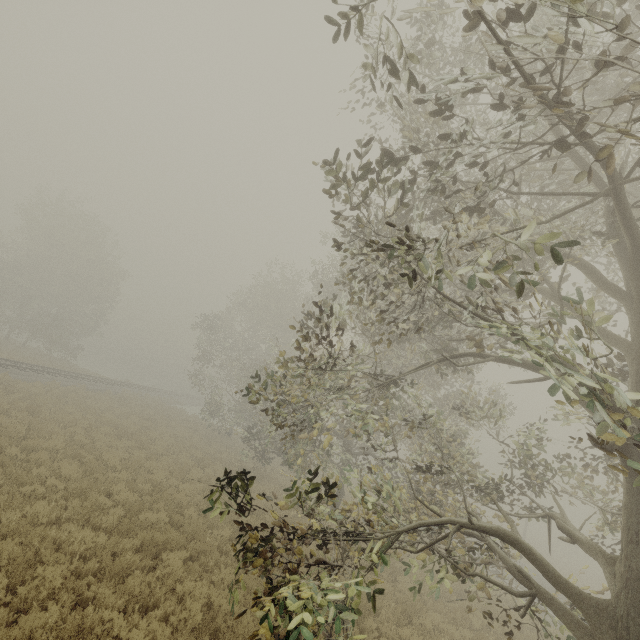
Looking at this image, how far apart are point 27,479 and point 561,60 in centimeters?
1379cm
